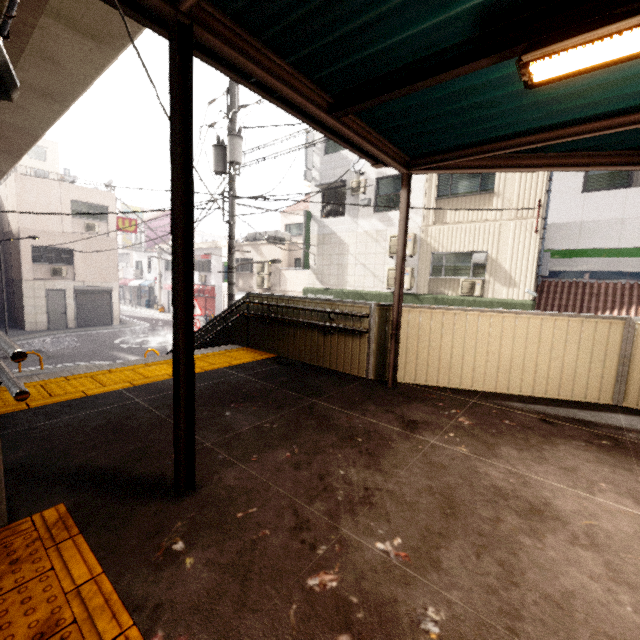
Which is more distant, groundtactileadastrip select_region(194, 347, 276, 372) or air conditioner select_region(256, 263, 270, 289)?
air conditioner select_region(256, 263, 270, 289)

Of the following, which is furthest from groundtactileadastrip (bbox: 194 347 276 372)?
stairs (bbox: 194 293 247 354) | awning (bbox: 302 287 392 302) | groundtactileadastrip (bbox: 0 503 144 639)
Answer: awning (bbox: 302 287 392 302)

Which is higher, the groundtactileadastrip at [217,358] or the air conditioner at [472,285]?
the air conditioner at [472,285]

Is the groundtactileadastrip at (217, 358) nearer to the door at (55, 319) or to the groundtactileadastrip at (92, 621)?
the groundtactileadastrip at (92, 621)

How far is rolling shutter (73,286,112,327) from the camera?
20.77m

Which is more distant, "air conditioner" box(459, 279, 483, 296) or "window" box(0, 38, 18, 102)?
"air conditioner" box(459, 279, 483, 296)

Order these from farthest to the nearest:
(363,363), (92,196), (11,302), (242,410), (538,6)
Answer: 1. (11,302)
2. (92,196)
3. (363,363)
4. (242,410)
5. (538,6)

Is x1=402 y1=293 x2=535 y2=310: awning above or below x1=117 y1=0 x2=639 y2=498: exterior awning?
below
